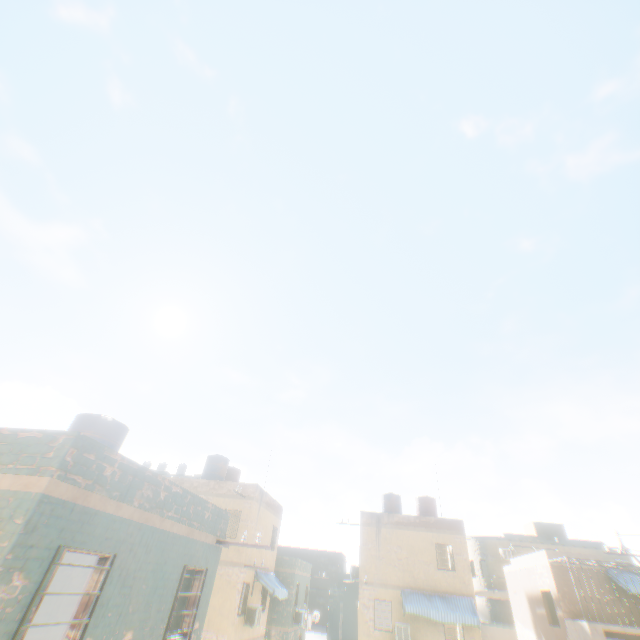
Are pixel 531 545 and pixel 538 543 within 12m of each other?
yes
